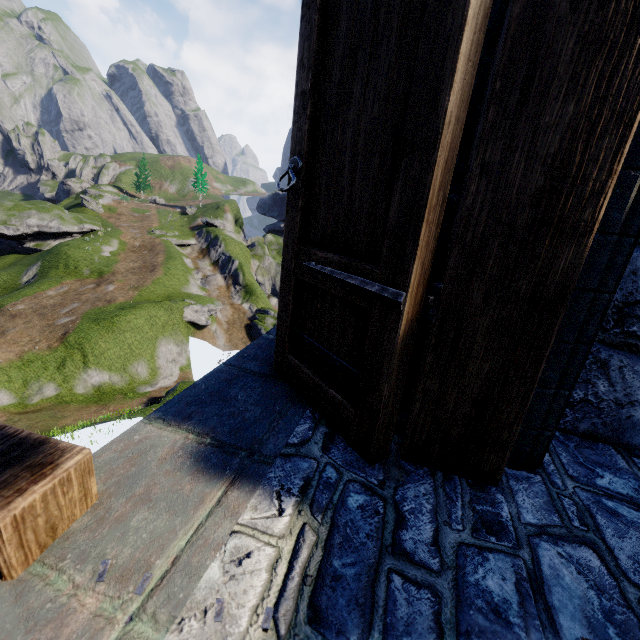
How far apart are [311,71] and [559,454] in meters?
1.9 m
